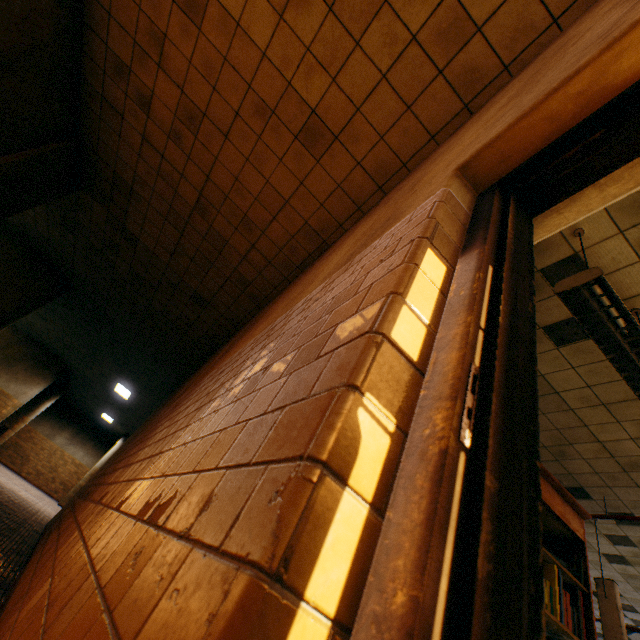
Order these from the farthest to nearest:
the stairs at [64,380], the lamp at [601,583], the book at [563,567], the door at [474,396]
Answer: the stairs at [64,380] → the lamp at [601,583] → the book at [563,567] → the door at [474,396]

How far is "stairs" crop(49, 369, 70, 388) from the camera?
15.2m

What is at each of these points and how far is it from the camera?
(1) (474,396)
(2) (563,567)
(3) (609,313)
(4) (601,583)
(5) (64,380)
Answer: (1) door, 0.6 meters
(2) book, 2.1 meters
(3) lamp, 2.1 meters
(4) lamp, 4.7 meters
(5) stairs, 15.7 meters

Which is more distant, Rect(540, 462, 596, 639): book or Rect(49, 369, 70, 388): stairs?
Rect(49, 369, 70, 388): stairs

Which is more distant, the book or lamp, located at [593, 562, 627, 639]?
lamp, located at [593, 562, 627, 639]

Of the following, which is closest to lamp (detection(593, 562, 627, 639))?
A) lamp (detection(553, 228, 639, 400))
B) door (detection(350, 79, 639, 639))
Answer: lamp (detection(553, 228, 639, 400))

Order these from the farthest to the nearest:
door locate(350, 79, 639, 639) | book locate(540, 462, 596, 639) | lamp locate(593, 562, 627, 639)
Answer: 1. lamp locate(593, 562, 627, 639)
2. book locate(540, 462, 596, 639)
3. door locate(350, 79, 639, 639)

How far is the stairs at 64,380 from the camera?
15.2 meters
